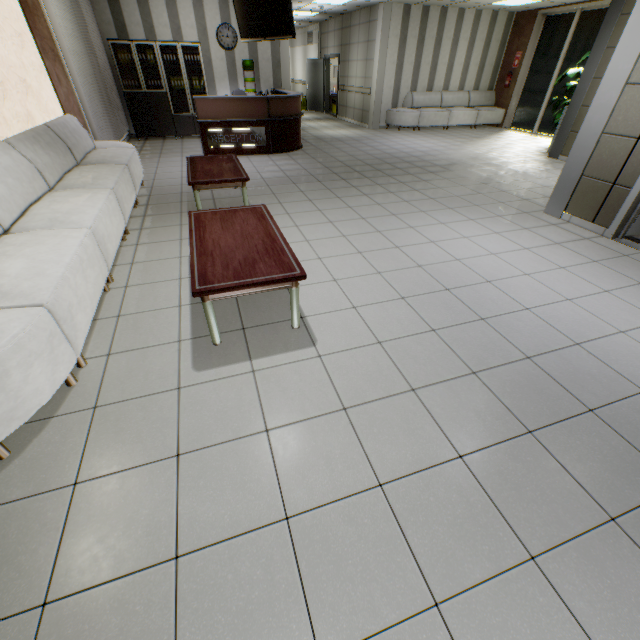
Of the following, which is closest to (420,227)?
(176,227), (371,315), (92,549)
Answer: (371,315)

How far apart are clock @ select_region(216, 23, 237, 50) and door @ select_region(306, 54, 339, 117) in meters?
5.7 m

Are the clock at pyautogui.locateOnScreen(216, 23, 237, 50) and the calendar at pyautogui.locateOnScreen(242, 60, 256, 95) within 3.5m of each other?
yes

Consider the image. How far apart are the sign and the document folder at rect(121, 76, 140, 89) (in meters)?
3.32

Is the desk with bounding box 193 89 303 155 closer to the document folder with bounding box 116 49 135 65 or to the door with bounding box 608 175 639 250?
the document folder with bounding box 116 49 135 65

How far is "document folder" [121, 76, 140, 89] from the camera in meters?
8.5

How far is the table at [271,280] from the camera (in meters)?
2.26

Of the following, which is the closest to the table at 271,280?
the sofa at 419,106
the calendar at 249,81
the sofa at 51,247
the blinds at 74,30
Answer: the sofa at 51,247
